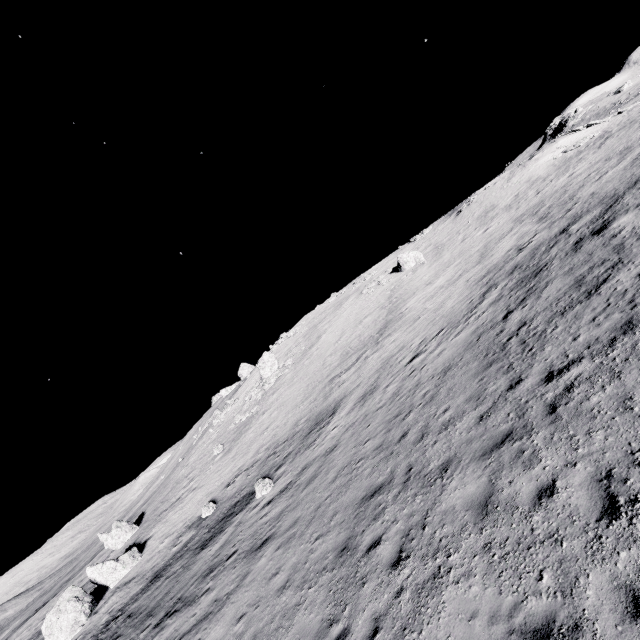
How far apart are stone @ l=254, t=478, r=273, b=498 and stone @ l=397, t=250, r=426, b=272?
31.61m

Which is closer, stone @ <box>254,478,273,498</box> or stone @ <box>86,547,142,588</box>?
stone @ <box>254,478,273,498</box>

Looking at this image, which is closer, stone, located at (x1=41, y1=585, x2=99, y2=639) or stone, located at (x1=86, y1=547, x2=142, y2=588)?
stone, located at (x1=41, y1=585, x2=99, y2=639)

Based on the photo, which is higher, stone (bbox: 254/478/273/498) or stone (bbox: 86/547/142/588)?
stone (bbox: 86/547/142/588)

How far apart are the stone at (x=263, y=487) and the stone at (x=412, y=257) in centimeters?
3161cm

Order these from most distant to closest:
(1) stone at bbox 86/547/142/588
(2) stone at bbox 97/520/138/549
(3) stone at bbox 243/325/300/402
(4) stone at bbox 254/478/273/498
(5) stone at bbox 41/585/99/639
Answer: (3) stone at bbox 243/325/300/402, (2) stone at bbox 97/520/138/549, (1) stone at bbox 86/547/142/588, (5) stone at bbox 41/585/99/639, (4) stone at bbox 254/478/273/498

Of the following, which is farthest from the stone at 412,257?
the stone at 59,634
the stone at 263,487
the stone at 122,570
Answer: the stone at 59,634

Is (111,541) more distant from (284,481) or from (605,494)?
(605,494)
